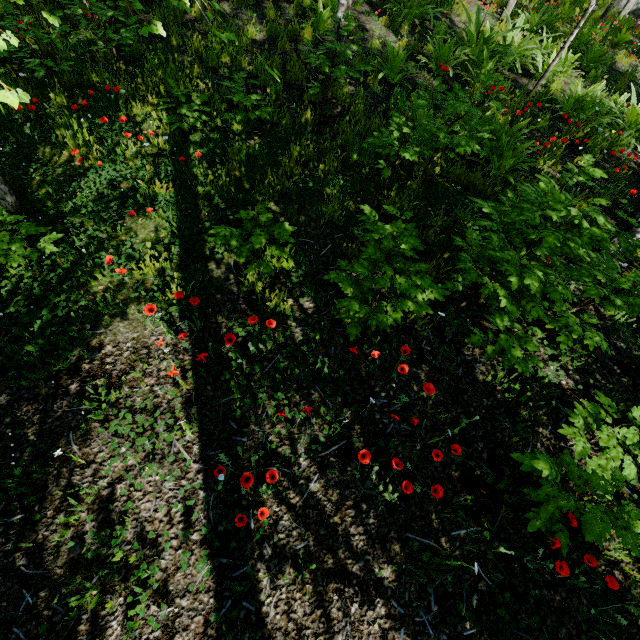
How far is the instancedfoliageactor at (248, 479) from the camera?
2.0 meters

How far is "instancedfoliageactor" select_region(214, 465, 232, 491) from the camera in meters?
1.9

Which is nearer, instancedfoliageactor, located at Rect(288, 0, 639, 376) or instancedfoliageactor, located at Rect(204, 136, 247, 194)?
instancedfoliageactor, located at Rect(288, 0, 639, 376)

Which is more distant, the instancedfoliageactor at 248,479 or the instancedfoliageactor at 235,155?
the instancedfoliageactor at 235,155

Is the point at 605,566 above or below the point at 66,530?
above
